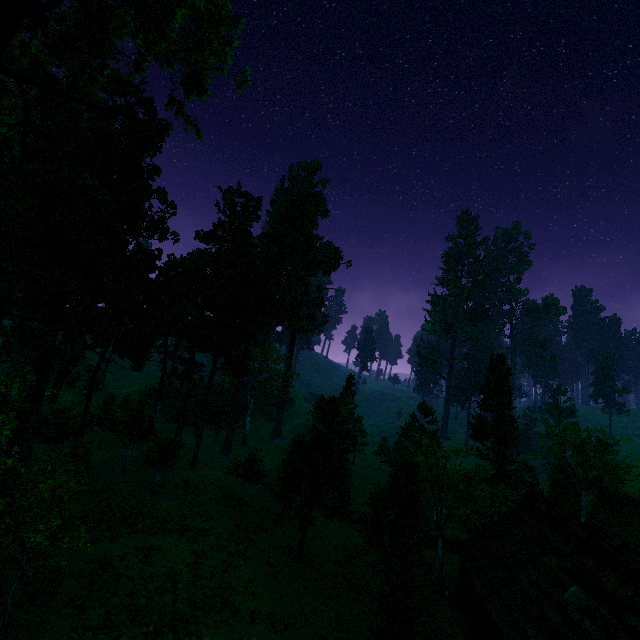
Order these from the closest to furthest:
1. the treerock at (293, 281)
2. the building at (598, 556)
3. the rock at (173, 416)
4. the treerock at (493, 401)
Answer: the building at (598, 556), the treerock at (293, 281), the treerock at (493, 401), the rock at (173, 416)

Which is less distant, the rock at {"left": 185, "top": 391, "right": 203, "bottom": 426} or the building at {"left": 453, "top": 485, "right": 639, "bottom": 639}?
the building at {"left": 453, "top": 485, "right": 639, "bottom": 639}

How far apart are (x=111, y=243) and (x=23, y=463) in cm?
1357

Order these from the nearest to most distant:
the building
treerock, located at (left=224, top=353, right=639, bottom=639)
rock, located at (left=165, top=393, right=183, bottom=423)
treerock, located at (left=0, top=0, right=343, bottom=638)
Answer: the building
treerock, located at (left=0, top=0, right=343, bottom=638)
treerock, located at (left=224, top=353, right=639, bottom=639)
rock, located at (left=165, top=393, right=183, bottom=423)

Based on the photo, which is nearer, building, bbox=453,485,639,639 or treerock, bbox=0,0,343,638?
building, bbox=453,485,639,639

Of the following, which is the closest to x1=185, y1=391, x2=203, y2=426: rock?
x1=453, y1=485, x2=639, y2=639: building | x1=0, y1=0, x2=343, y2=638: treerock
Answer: x1=0, y1=0, x2=343, y2=638: treerock

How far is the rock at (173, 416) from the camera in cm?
5631
